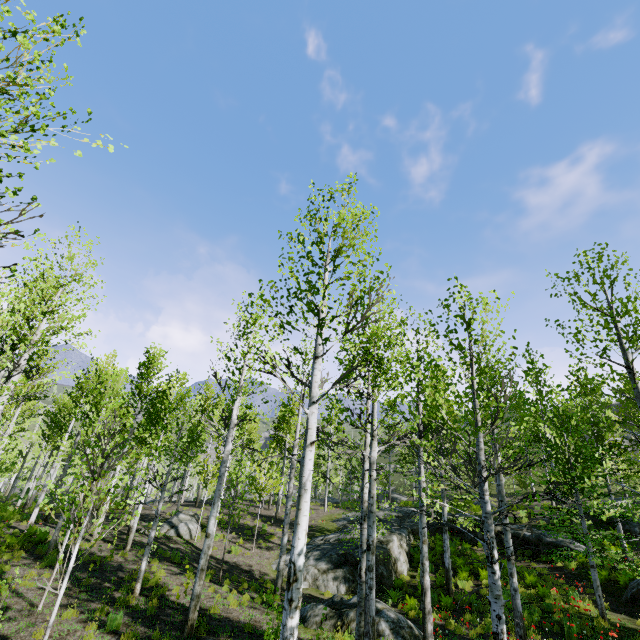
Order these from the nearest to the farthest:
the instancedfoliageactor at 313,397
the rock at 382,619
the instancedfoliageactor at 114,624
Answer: the instancedfoliageactor at 313,397 < the instancedfoliageactor at 114,624 < the rock at 382,619

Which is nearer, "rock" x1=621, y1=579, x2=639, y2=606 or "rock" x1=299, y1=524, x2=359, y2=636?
"rock" x1=299, y1=524, x2=359, y2=636

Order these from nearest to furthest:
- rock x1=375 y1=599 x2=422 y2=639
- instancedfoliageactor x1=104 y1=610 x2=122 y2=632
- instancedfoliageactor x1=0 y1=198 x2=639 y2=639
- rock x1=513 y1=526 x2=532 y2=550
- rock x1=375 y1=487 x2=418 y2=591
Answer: instancedfoliageactor x1=0 y1=198 x2=639 y2=639
instancedfoliageactor x1=104 y1=610 x2=122 y2=632
rock x1=375 y1=599 x2=422 y2=639
rock x1=375 y1=487 x2=418 y2=591
rock x1=513 y1=526 x2=532 y2=550

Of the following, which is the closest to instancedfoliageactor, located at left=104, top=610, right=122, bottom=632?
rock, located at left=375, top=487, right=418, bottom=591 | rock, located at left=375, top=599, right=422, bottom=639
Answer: rock, located at left=375, top=487, right=418, bottom=591

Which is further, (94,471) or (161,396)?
(161,396)

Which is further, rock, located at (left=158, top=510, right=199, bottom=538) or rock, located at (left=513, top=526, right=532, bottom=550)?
rock, located at (left=513, top=526, right=532, bottom=550)

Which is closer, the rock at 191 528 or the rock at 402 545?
the rock at 402 545

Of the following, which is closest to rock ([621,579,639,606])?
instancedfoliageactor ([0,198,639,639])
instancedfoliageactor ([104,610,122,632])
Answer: instancedfoliageactor ([0,198,639,639])
